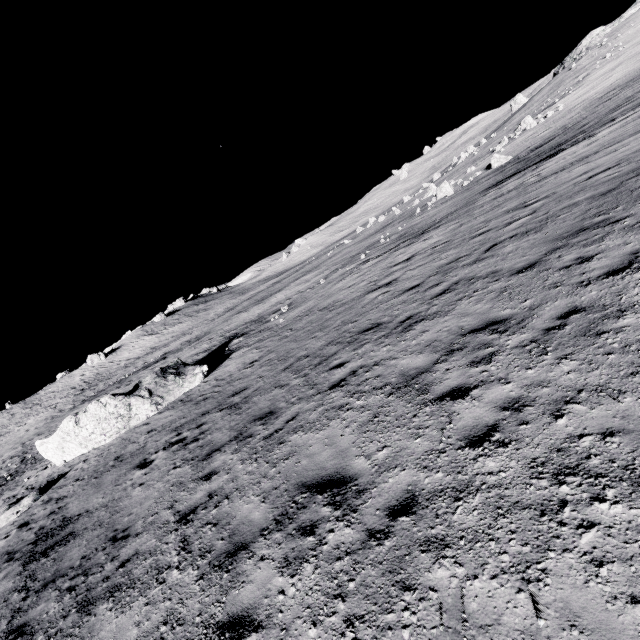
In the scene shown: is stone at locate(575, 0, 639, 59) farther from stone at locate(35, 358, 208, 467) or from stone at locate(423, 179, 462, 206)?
stone at locate(35, 358, 208, 467)

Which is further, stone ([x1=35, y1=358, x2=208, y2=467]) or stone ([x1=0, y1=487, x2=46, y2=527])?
stone ([x1=35, y1=358, x2=208, y2=467])

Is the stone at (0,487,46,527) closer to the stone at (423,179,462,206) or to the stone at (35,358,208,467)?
the stone at (35,358,208,467)

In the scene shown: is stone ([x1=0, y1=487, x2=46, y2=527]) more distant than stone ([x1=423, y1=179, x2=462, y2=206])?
No

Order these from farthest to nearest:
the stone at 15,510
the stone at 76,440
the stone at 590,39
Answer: the stone at 590,39, the stone at 76,440, the stone at 15,510

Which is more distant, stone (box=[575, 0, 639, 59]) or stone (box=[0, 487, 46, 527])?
stone (box=[575, 0, 639, 59])

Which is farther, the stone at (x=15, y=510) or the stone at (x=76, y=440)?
the stone at (x=76, y=440)

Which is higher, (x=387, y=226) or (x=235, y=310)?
(x=235, y=310)
